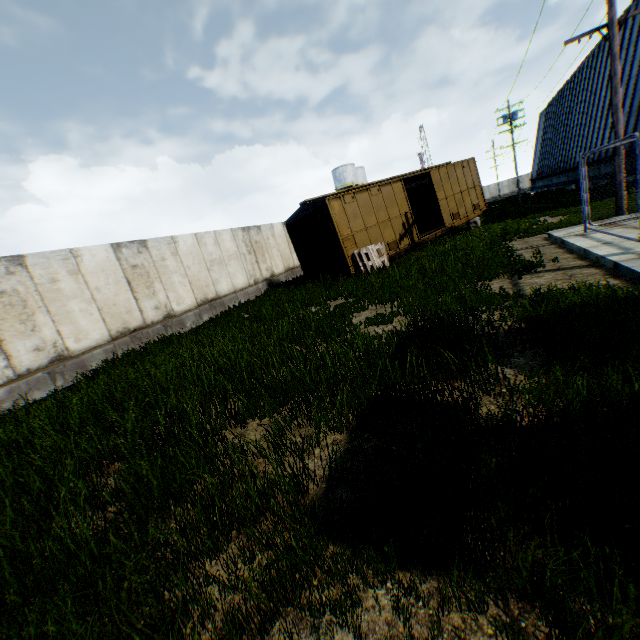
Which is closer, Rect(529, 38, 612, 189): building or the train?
the train

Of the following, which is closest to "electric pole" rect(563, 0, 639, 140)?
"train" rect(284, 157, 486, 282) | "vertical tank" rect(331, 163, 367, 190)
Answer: "train" rect(284, 157, 486, 282)

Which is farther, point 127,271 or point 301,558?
point 127,271

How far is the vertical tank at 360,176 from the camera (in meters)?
52.78

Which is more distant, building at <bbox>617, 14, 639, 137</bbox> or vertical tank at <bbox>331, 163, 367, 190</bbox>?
vertical tank at <bbox>331, 163, 367, 190</bbox>

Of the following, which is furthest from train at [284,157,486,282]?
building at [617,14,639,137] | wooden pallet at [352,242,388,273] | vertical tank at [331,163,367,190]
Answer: vertical tank at [331,163,367,190]

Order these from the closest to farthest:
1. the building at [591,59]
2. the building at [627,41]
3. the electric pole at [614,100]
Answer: the electric pole at [614,100], the building at [627,41], the building at [591,59]
